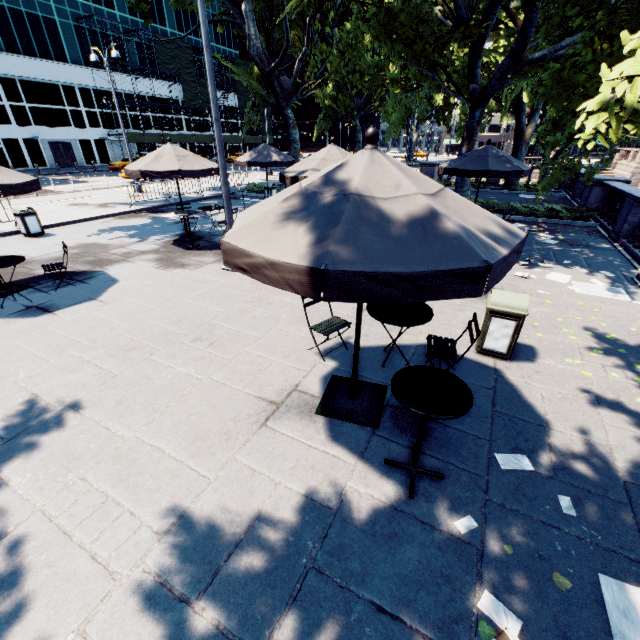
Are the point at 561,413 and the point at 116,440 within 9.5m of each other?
yes

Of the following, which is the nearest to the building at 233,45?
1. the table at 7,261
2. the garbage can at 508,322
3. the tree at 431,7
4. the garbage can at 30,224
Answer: the tree at 431,7

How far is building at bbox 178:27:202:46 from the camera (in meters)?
50.81

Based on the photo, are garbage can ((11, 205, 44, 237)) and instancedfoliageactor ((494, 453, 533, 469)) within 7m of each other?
no

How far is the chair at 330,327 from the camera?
4.95m

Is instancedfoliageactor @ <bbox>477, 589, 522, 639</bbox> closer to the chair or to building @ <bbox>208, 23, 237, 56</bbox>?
the chair

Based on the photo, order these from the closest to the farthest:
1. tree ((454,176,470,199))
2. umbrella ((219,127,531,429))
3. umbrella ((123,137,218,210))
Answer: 1. umbrella ((219,127,531,429))
2. umbrella ((123,137,218,210))
3. tree ((454,176,470,199))

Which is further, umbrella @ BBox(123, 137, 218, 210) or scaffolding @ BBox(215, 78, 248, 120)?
scaffolding @ BBox(215, 78, 248, 120)
